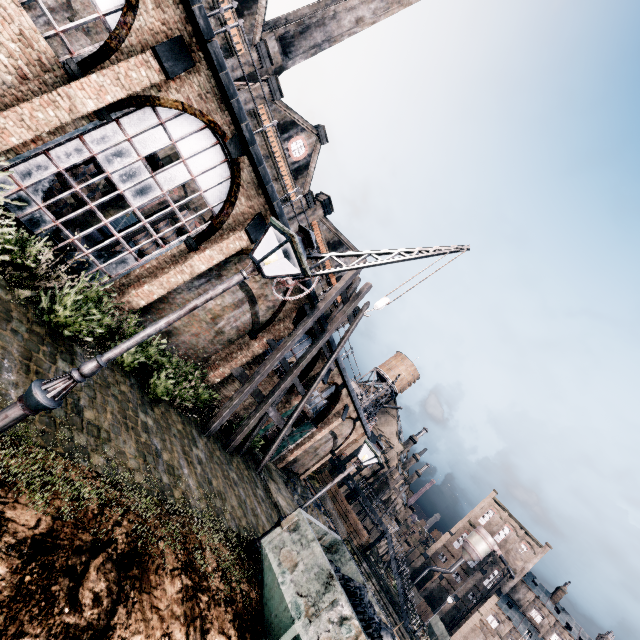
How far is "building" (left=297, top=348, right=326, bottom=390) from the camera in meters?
21.5

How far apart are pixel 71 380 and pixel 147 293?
9.2 meters

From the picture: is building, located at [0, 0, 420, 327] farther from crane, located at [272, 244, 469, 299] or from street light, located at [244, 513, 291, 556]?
street light, located at [244, 513, 291, 556]

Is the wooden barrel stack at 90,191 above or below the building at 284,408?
below

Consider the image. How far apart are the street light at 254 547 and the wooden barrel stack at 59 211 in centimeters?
1296cm

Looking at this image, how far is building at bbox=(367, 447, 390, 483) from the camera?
49.5 meters

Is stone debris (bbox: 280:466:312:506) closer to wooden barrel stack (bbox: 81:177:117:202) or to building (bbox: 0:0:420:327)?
building (bbox: 0:0:420:327)

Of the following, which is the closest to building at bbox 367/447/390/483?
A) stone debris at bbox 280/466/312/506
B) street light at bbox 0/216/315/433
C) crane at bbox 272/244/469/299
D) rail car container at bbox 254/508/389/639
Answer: stone debris at bbox 280/466/312/506
